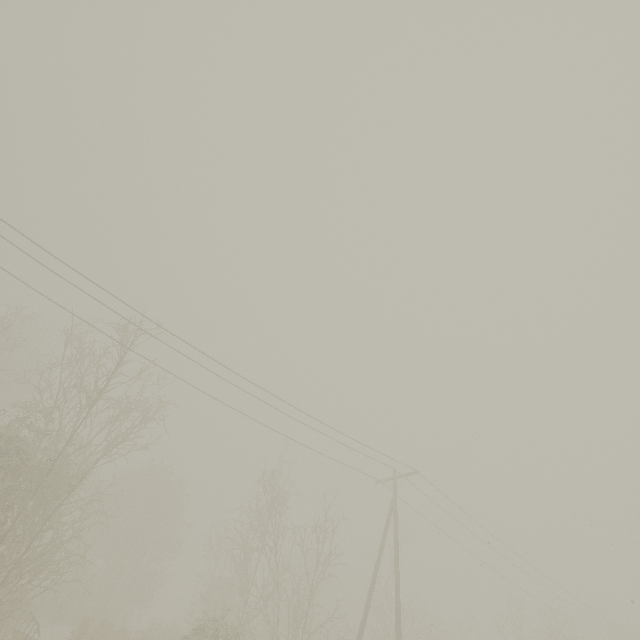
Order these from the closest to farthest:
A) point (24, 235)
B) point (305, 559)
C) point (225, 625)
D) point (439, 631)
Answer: point (24, 235) < point (225, 625) < point (305, 559) < point (439, 631)
